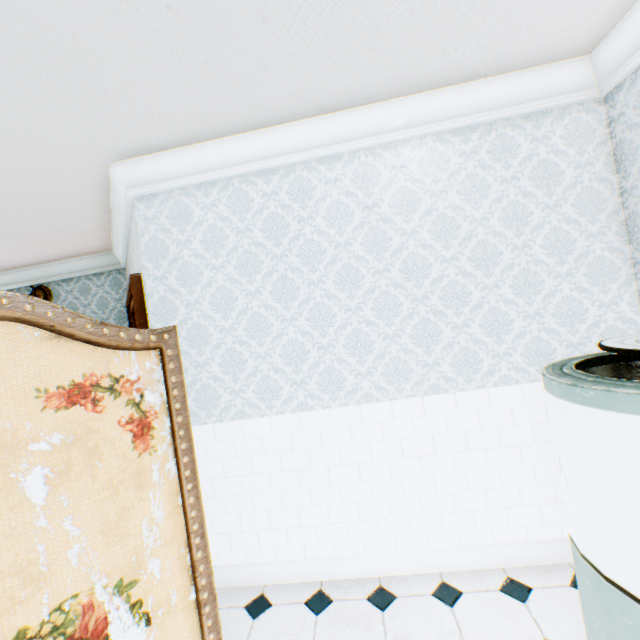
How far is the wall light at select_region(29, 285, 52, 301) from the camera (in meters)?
4.33

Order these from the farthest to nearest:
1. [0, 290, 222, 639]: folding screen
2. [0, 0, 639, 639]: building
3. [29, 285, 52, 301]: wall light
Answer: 1. [29, 285, 52, 301]: wall light
2. [0, 0, 639, 639]: building
3. [0, 290, 222, 639]: folding screen

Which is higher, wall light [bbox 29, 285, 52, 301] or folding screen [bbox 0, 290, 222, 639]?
wall light [bbox 29, 285, 52, 301]

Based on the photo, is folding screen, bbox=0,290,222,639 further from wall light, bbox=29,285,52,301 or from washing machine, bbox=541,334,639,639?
wall light, bbox=29,285,52,301

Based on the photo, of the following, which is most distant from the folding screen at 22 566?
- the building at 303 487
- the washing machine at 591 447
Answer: the washing machine at 591 447

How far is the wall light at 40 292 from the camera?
4.3m

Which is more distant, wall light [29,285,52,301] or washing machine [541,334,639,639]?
wall light [29,285,52,301]

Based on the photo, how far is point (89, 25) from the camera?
1.37m
